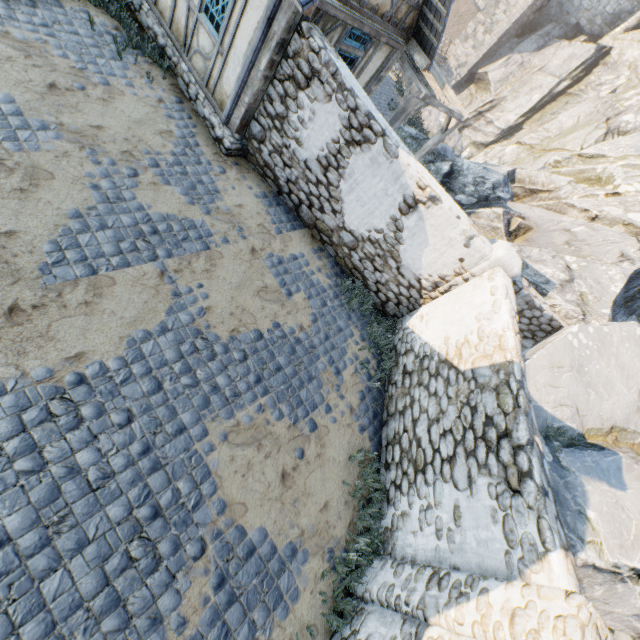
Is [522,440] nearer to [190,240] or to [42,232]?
[190,240]

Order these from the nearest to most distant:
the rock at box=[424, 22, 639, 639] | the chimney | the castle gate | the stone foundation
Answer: the rock at box=[424, 22, 639, 639], the stone foundation, the chimney, the castle gate

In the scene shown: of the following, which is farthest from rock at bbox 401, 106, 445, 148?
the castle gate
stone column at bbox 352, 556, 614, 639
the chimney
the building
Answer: the castle gate

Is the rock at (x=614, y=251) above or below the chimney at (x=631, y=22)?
below

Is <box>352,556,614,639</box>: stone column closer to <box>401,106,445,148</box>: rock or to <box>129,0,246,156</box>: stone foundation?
<box>401,106,445,148</box>: rock

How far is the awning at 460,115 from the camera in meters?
8.8 m

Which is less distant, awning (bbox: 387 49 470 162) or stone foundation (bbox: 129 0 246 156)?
stone foundation (bbox: 129 0 246 156)

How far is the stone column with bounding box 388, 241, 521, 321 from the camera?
6.4 meters
